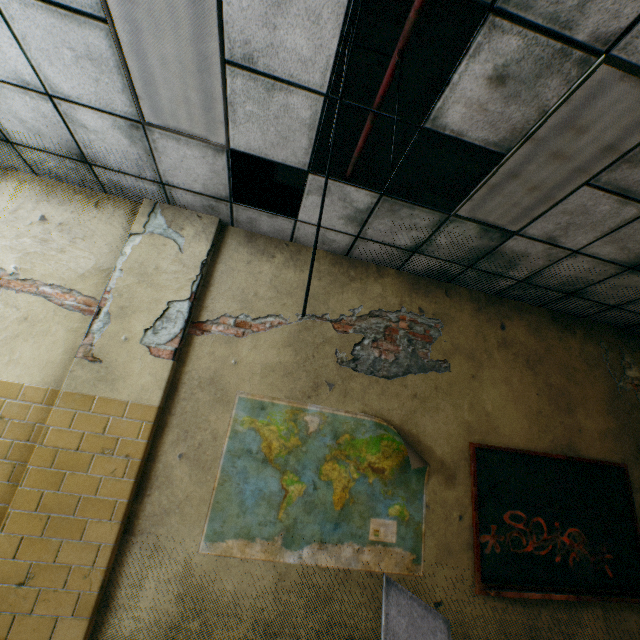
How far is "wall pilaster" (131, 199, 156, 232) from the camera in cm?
324

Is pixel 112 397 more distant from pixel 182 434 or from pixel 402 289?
pixel 402 289

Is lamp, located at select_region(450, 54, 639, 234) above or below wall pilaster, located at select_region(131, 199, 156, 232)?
above

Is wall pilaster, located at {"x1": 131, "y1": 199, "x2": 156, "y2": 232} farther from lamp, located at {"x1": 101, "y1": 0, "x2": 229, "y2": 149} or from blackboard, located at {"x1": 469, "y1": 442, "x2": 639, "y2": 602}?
blackboard, located at {"x1": 469, "y1": 442, "x2": 639, "y2": 602}

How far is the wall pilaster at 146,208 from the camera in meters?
3.2 m

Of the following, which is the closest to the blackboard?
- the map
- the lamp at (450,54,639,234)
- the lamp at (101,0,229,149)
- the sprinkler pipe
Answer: the map

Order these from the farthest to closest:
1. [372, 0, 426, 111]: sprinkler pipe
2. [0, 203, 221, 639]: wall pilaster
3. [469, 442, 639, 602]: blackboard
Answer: [469, 442, 639, 602]: blackboard
[0, 203, 221, 639]: wall pilaster
[372, 0, 426, 111]: sprinkler pipe

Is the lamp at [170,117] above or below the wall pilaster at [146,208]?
above
